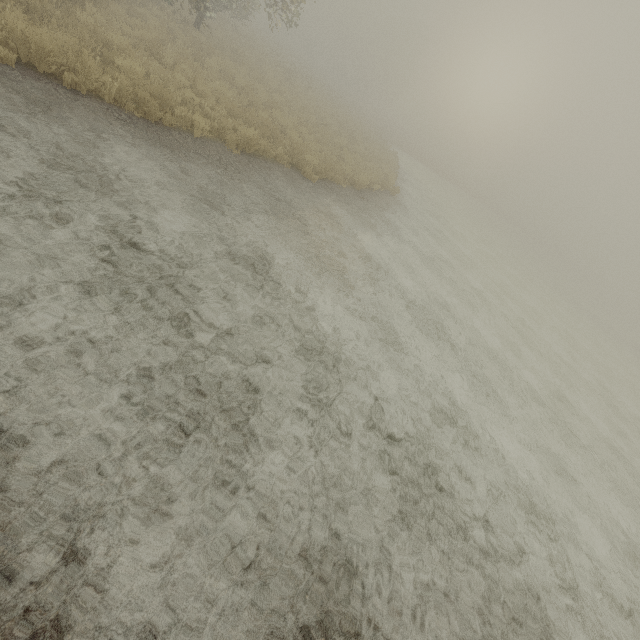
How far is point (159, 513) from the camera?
2.97m
